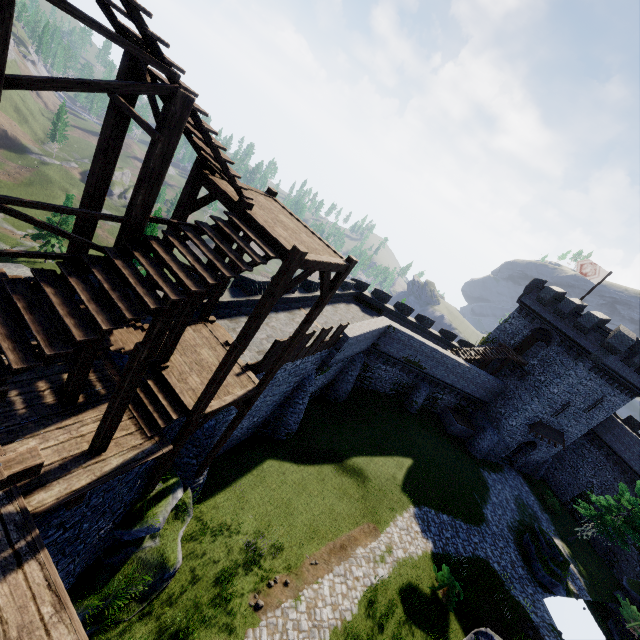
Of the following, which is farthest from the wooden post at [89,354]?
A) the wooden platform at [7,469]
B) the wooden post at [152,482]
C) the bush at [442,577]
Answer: the bush at [442,577]

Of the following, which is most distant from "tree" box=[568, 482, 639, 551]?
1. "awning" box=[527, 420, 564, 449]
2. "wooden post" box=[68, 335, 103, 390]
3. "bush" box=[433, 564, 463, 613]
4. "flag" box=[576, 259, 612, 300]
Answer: "wooden post" box=[68, 335, 103, 390]

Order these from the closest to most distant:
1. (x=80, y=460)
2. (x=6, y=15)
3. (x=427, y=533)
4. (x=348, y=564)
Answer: (x=6, y=15) → (x=80, y=460) → (x=348, y=564) → (x=427, y=533)

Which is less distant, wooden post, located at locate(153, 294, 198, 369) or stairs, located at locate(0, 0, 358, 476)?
stairs, located at locate(0, 0, 358, 476)

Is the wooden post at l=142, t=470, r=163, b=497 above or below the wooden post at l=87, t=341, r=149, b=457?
below

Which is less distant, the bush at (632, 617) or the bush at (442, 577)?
the bush at (442, 577)

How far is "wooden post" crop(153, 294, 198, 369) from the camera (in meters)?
9.08

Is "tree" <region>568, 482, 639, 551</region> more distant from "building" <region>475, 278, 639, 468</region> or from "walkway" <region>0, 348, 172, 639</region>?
"walkway" <region>0, 348, 172, 639</region>
